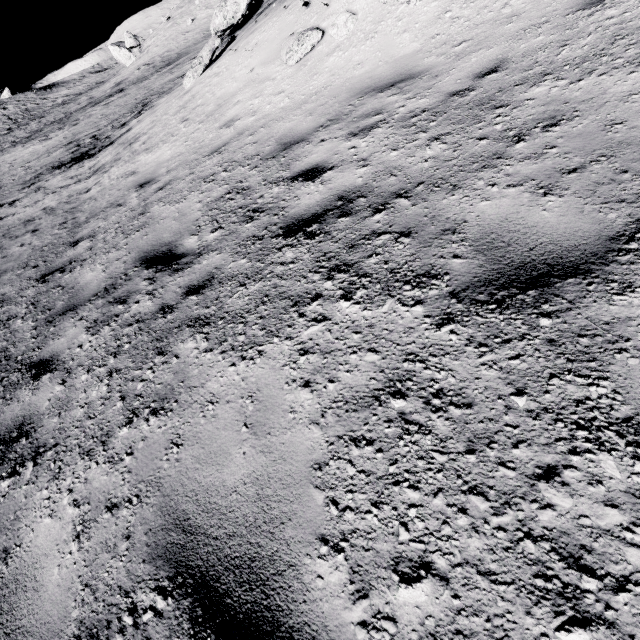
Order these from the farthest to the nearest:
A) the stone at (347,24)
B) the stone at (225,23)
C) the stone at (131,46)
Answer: the stone at (131,46), the stone at (225,23), the stone at (347,24)

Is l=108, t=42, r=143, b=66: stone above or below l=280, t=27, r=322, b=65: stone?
above

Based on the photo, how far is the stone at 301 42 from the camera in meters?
6.1 m

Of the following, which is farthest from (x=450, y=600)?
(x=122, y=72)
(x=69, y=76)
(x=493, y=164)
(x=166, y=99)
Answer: (x=69, y=76)

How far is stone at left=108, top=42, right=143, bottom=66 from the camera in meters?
39.8

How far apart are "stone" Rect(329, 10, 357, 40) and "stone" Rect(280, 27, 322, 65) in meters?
0.2 m

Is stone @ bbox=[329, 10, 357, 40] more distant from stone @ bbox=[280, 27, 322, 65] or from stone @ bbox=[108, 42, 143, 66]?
stone @ bbox=[108, 42, 143, 66]
